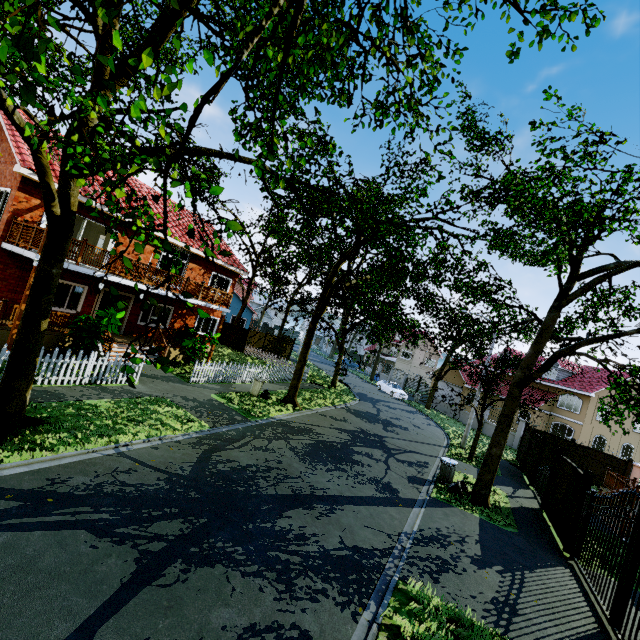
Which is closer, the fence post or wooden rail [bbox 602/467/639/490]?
the fence post

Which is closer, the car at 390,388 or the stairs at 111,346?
the stairs at 111,346

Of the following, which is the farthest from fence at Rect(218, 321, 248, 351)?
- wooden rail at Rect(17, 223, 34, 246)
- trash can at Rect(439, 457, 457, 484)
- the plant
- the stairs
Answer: trash can at Rect(439, 457, 457, 484)

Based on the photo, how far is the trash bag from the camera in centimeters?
1202cm

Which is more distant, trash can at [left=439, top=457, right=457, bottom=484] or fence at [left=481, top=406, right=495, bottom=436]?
fence at [left=481, top=406, right=495, bottom=436]

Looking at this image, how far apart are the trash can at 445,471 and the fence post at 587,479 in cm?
371

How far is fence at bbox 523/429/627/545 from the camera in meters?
10.7

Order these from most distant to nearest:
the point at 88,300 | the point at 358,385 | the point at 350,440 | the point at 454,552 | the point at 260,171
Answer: the point at 358,385
the point at 88,300
the point at 350,440
the point at 454,552
the point at 260,171
